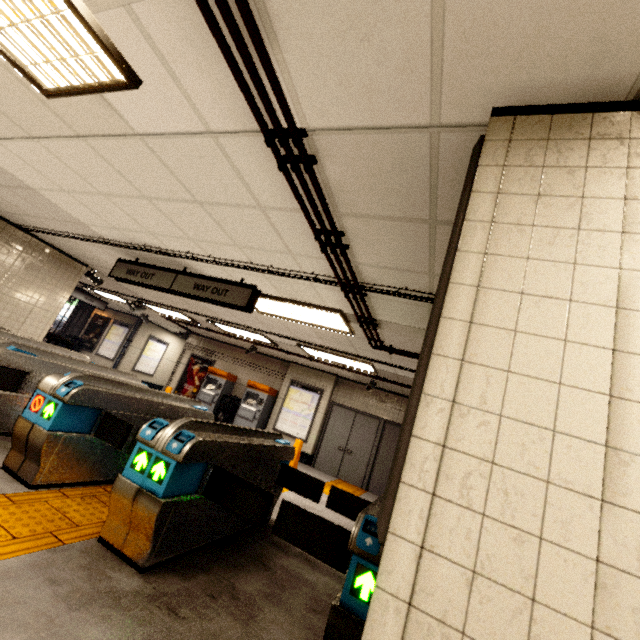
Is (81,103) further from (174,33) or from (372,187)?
(372,187)

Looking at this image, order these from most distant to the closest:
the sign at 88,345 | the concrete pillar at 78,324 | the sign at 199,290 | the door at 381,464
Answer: the concrete pillar at 78,324 → the sign at 88,345 → the door at 381,464 → the sign at 199,290

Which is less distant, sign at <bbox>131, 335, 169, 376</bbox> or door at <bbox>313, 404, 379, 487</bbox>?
door at <bbox>313, 404, 379, 487</bbox>

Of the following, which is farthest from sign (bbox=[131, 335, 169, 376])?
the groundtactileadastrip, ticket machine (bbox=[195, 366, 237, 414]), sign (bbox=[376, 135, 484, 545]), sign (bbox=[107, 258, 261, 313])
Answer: sign (bbox=[376, 135, 484, 545])

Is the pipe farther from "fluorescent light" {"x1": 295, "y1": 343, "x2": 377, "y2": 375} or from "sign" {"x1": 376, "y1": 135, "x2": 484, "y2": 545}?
"fluorescent light" {"x1": 295, "y1": 343, "x2": 377, "y2": 375}

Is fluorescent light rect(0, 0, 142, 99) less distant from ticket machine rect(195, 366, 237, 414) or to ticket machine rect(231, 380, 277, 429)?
ticket machine rect(231, 380, 277, 429)

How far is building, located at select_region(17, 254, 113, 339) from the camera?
7.1 meters

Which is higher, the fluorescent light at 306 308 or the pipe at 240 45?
the fluorescent light at 306 308
